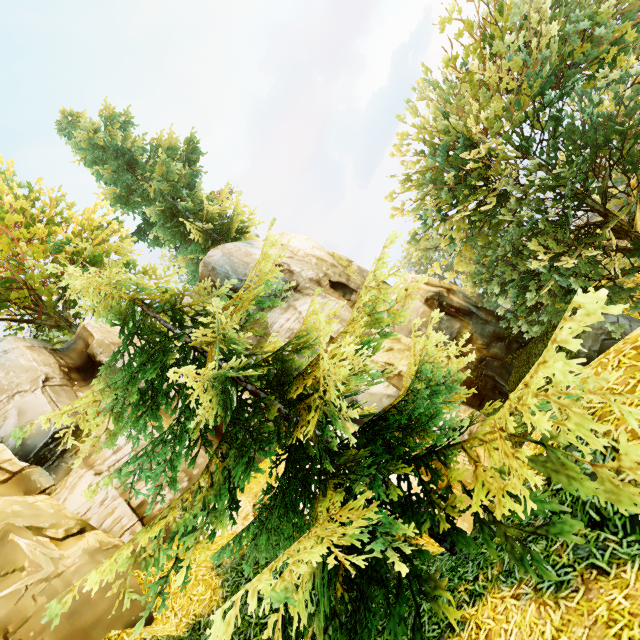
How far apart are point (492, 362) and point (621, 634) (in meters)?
17.27
